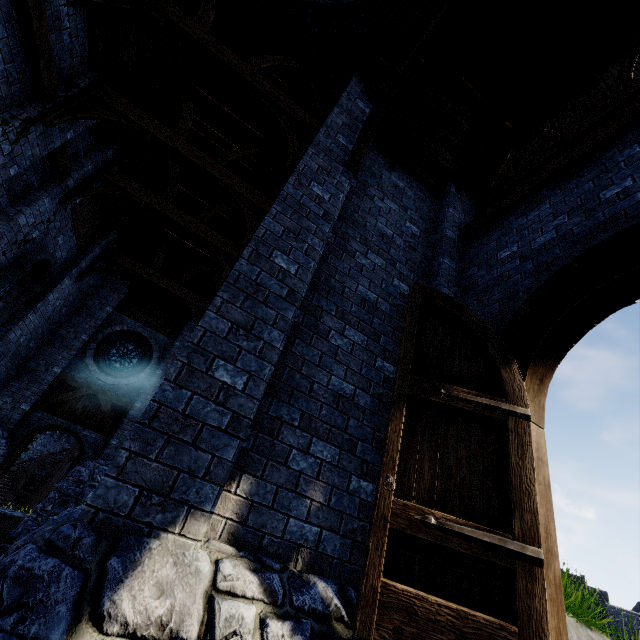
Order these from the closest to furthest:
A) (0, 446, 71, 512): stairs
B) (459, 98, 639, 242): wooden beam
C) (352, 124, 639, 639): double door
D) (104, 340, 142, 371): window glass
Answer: (352, 124, 639, 639): double door
(459, 98, 639, 242): wooden beam
(104, 340, 142, 371): window glass
(0, 446, 71, 512): stairs

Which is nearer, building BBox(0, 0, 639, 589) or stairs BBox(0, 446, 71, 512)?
building BBox(0, 0, 639, 589)

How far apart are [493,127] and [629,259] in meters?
5.1 m

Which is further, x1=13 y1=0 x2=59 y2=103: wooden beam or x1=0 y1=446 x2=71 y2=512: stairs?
x1=0 y1=446 x2=71 y2=512: stairs

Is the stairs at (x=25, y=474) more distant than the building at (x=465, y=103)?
Yes

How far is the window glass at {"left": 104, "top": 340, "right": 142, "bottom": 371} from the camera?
13.2 meters

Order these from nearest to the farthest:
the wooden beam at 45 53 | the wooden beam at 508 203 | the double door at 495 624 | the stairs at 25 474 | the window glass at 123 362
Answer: the double door at 495 624
the wooden beam at 508 203
the wooden beam at 45 53
the window glass at 123 362
the stairs at 25 474

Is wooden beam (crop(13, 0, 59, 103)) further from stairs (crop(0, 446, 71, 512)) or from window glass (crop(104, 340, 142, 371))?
stairs (crop(0, 446, 71, 512))
